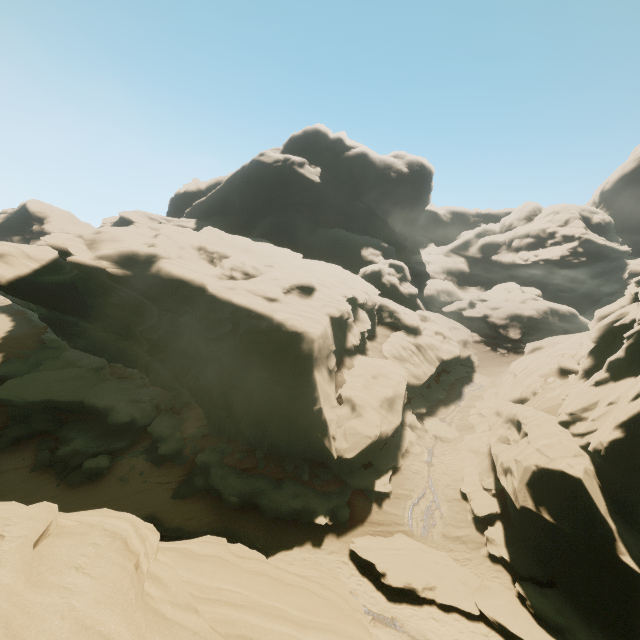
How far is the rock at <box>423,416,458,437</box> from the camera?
26.0m

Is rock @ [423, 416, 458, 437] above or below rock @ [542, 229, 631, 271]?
below

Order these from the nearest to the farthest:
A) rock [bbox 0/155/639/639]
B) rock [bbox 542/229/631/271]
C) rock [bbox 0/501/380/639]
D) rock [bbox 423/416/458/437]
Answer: rock [bbox 0/501/380/639] → rock [bbox 0/155/639/639] → rock [bbox 423/416/458/437] → rock [bbox 542/229/631/271]

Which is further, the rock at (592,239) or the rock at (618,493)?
the rock at (592,239)

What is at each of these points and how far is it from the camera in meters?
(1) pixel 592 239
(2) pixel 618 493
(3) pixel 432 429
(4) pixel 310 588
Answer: (1) rock, 57.4
(2) rock, 14.5
(3) rock, 26.4
(4) rock, 9.3

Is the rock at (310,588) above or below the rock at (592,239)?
below

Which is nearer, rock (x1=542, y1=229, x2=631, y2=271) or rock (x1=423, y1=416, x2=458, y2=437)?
rock (x1=423, y1=416, x2=458, y2=437)
